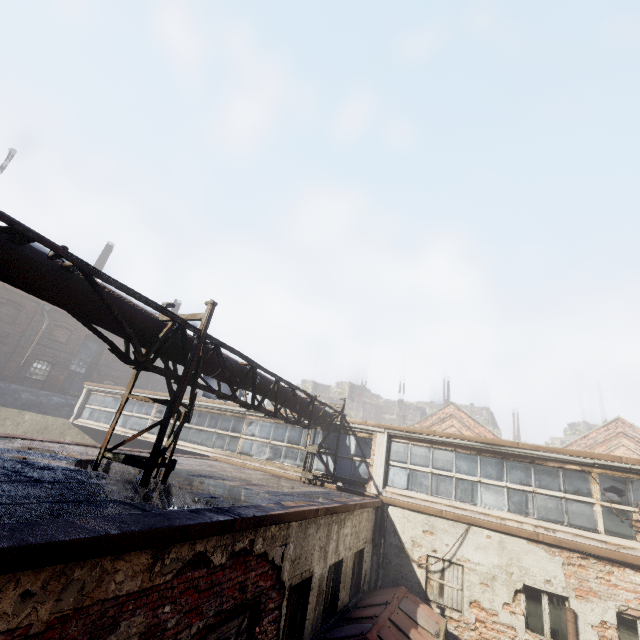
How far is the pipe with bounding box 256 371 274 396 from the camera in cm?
844

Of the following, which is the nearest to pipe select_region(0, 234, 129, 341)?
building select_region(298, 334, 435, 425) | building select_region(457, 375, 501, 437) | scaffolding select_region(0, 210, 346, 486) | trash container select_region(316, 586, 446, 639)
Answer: scaffolding select_region(0, 210, 346, 486)

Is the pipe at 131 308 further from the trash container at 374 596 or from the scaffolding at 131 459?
the trash container at 374 596

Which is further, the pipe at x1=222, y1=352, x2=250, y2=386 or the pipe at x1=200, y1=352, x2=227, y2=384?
the pipe at x1=222, y1=352, x2=250, y2=386

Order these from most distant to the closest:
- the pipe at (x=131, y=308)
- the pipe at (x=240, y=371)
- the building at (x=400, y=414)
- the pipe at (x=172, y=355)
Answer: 1. the building at (x=400, y=414)
2. the pipe at (x=240, y=371)
3. the pipe at (x=172, y=355)
4. the pipe at (x=131, y=308)

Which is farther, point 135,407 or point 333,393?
point 333,393
